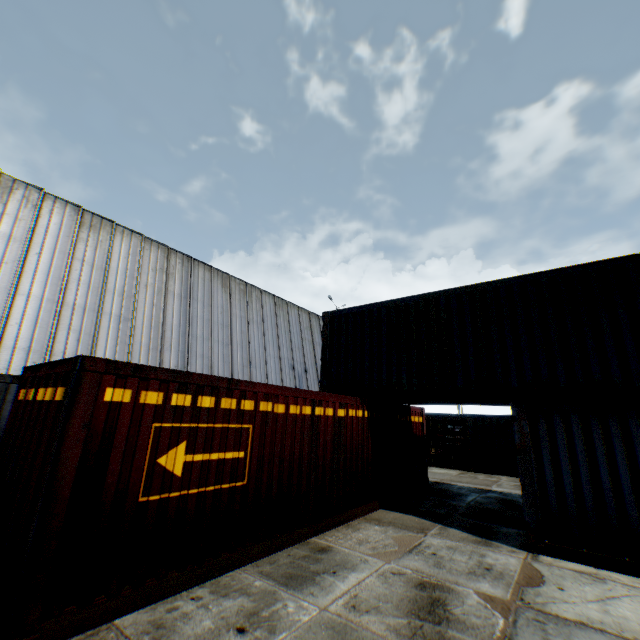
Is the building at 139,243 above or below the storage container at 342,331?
above

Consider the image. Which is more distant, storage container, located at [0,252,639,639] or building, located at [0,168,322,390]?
building, located at [0,168,322,390]

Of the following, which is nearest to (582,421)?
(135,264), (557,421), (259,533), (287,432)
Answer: (557,421)

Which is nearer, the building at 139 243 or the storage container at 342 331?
the storage container at 342 331

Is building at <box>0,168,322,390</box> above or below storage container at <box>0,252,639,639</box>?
above
